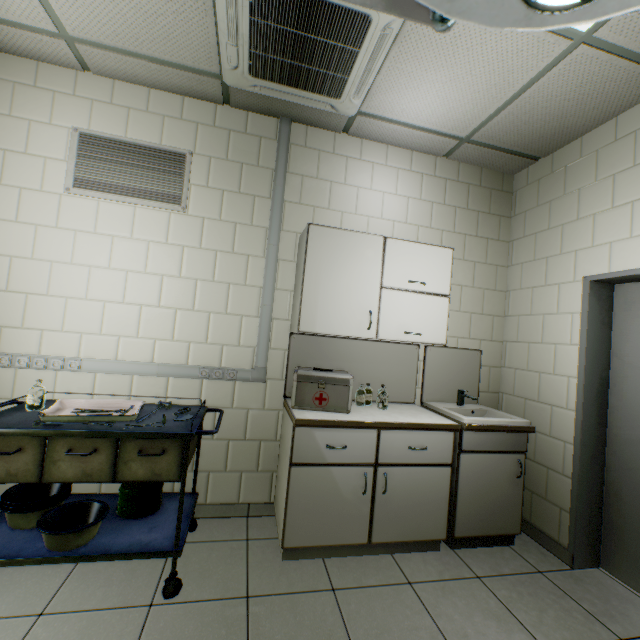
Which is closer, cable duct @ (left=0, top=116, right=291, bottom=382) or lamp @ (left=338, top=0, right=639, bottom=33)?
lamp @ (left=338, top=0, right=639, bottom=33)

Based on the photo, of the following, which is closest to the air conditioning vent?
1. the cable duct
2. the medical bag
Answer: the cable duct

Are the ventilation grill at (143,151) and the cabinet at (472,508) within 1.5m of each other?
no

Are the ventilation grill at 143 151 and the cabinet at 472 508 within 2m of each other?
no

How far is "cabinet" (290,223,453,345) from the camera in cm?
233

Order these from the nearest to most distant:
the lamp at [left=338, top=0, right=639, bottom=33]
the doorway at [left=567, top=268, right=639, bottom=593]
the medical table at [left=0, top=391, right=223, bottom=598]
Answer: the lamp at [left=338, top=0, right=639, bottom=33] → the medical table at [left=0, top=391, right=223, bottom=598] → the doorway at [left=567, top=268, right=639, bottom=593]

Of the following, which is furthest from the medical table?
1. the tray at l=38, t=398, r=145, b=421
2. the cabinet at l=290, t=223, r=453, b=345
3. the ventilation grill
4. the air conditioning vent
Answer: the air conditioning vent

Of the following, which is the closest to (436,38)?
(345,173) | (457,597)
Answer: (345,173)
